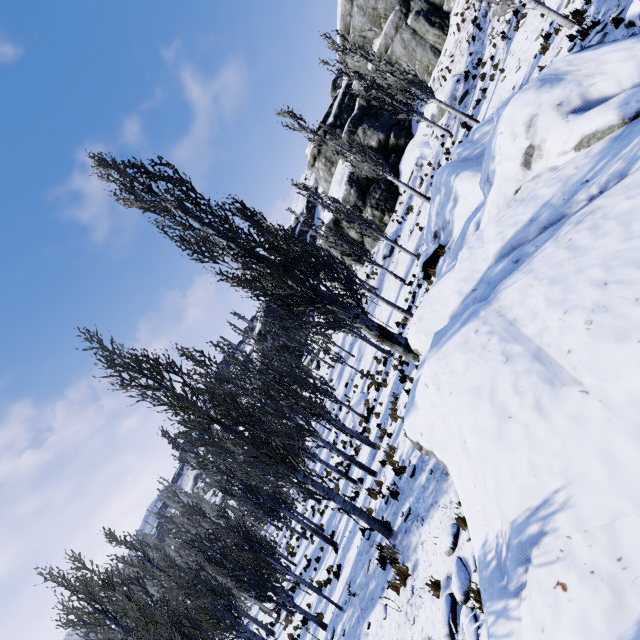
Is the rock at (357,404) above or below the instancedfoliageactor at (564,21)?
below

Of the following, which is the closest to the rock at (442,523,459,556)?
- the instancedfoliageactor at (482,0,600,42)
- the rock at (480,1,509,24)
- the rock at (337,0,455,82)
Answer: the instancedfoliageactor at (482,0,600,42)

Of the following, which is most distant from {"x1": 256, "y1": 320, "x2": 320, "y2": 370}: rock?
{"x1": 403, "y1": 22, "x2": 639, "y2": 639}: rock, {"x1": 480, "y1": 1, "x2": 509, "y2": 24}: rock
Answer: {"x1": 403, "y1": 22, "x2": 639, "y2": 639}: rock

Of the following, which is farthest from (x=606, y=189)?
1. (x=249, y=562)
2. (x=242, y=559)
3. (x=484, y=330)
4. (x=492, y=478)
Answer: (x=249, y=562)

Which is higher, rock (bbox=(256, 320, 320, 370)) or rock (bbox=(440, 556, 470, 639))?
rock (bbox=(256, 320, 320, 370))

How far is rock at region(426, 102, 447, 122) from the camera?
23.47m

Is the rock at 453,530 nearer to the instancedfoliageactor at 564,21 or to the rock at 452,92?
the instancedfoliageactor at 564,21
